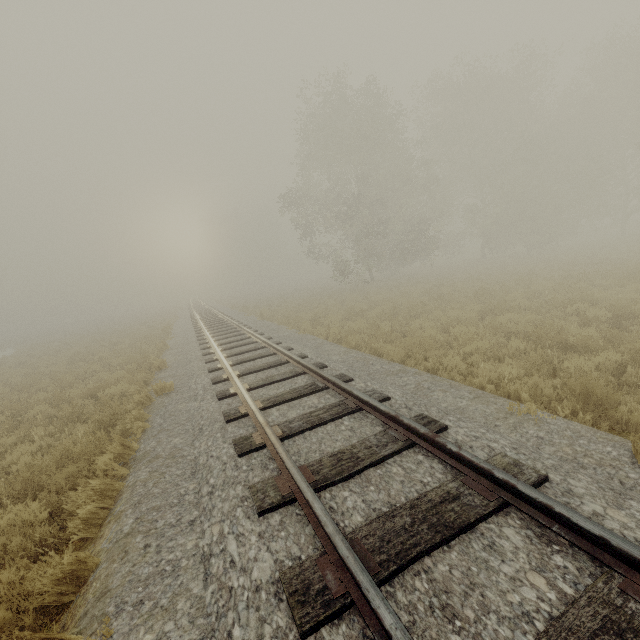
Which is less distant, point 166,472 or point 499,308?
point 166,472
